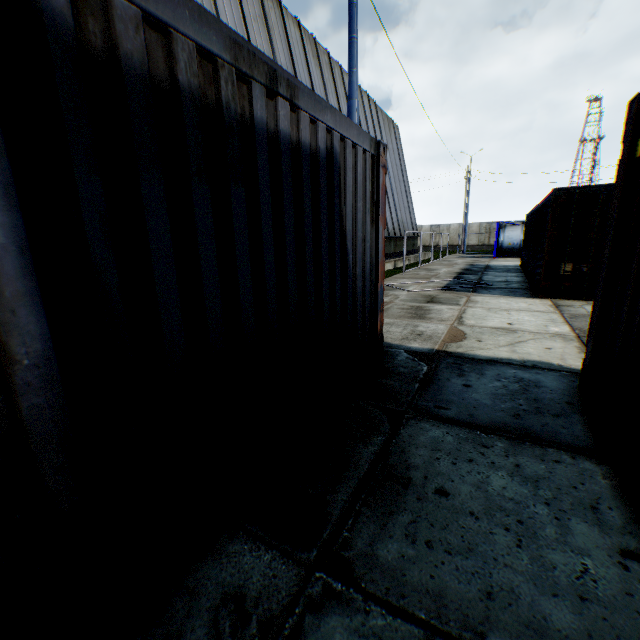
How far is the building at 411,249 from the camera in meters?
25.8 m

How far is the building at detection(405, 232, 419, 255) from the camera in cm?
2584

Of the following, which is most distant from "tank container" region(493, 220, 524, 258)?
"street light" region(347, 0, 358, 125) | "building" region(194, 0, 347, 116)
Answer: "street light" region(347, 0, 358, 125)

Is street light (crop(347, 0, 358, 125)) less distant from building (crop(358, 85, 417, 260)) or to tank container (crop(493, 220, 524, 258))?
building (crop(358, 85, 417, 260))

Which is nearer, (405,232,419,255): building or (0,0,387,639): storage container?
(0,0,387,639): storage container

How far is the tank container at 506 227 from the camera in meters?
25.6

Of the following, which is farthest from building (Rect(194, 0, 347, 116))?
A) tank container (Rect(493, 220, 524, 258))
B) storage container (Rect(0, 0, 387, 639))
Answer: tank container (Rect(493, 220, 524, 258))

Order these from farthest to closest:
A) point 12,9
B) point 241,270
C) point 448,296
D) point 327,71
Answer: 1. point 327,71
2. point 448,296
3. point 241,270
4. point 12,9
